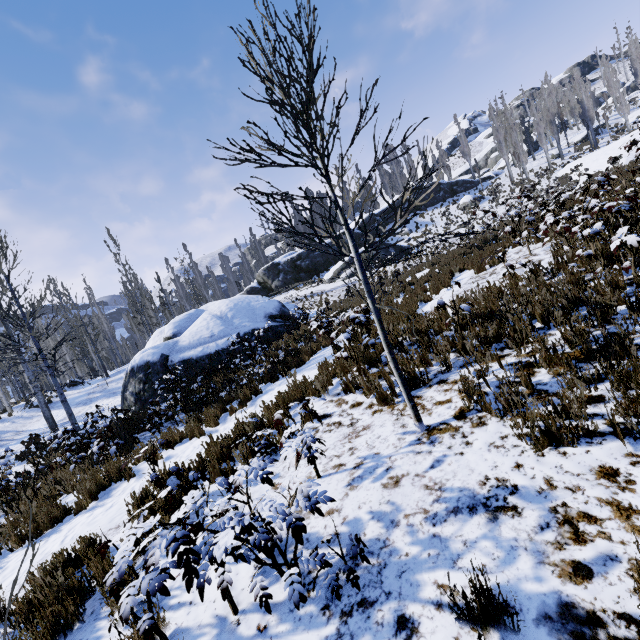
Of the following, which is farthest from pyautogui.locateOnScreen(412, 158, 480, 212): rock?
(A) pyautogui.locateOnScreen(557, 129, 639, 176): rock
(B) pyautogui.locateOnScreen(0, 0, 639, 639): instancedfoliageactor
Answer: (A) pyautogui.locateOnScreen(557, 129, 639, 176): rock

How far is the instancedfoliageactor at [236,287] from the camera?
56.59m

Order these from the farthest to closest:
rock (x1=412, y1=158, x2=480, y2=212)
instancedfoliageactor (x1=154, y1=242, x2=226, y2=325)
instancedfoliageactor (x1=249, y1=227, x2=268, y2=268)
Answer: instancedfoliageactor (x1=249, y1=227, x2=268, y2=268) < rock (x1=412, y1=158, x2=480, y2=212) < instancedfoliageactor (x1=154, y1=242, x2=226, y2=325)

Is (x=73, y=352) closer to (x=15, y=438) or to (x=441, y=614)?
(x=15, y=438)

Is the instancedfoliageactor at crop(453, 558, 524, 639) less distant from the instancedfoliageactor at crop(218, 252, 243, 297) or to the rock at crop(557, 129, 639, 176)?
the instancedfoliageactor at crop(218, 252, 243, 297)

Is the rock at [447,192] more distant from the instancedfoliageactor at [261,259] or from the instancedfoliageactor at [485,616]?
the instancedfoliageactor at [485,616]

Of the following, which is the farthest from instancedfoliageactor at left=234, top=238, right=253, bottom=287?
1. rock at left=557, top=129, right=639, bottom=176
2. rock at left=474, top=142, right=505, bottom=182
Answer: rock at left=474, top=142, right=505, bottom=182

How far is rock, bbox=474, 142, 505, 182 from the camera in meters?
45.4
